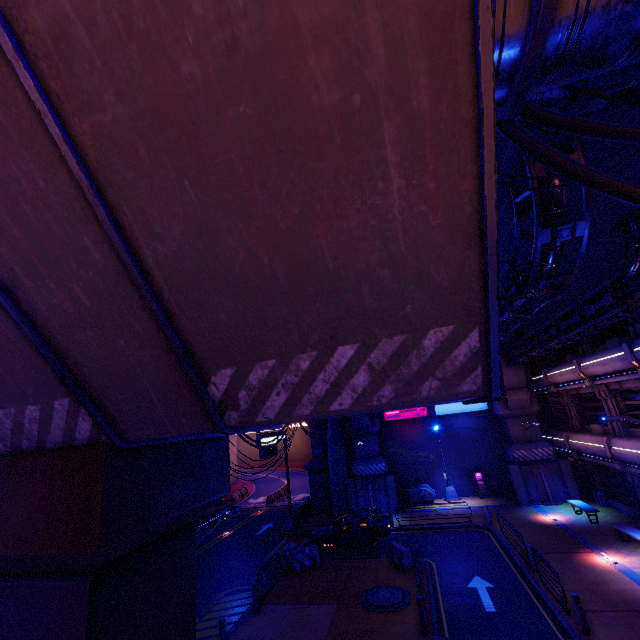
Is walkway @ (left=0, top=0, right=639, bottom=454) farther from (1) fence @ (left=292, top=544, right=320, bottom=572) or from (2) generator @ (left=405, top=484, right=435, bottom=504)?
(2) generator @ (left=405, top=484, right=435, bottom=504)

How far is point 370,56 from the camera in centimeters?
195cm

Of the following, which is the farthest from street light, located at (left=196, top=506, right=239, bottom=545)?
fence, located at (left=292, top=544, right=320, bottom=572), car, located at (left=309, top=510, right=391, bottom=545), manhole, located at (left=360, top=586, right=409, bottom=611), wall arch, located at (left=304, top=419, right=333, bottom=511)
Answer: wall arch, located at (left=304, top=419, right=333, bottom=511)

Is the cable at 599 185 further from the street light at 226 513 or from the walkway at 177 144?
the street light at 226 513

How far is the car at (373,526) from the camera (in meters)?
19.58

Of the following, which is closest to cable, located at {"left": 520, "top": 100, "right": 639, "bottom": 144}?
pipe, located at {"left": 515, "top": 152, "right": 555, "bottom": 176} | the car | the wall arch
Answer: pipe, located at {"left": 515, "top": 152, "right": 555, "bottom": 176}

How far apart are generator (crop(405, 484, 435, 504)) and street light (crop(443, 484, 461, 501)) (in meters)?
0.70

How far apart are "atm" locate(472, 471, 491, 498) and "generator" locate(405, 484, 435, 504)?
3.3m
